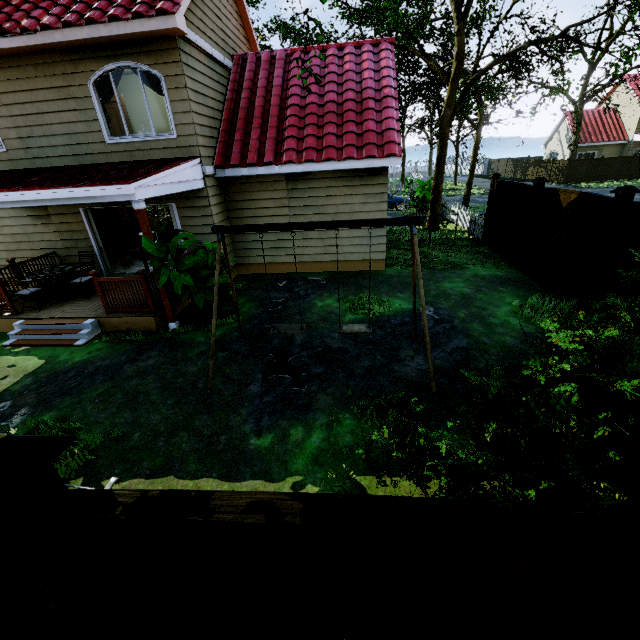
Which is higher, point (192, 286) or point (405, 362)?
point (192, 286)

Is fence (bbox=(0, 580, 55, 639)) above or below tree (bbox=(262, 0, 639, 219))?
below

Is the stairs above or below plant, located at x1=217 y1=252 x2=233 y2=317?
below

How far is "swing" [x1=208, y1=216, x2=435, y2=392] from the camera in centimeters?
463cm

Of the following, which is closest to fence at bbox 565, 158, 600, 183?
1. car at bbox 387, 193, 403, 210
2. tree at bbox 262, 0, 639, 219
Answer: tree at bbox 262, 0, 639, 219

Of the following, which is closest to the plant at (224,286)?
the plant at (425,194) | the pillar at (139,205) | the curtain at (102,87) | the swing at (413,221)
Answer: the pillar at (139,205)

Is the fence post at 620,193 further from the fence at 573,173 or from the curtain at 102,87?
the curtain at 102,87

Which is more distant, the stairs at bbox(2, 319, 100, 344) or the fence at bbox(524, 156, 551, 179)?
the fence at bbox(524, 156, 551, 179)
